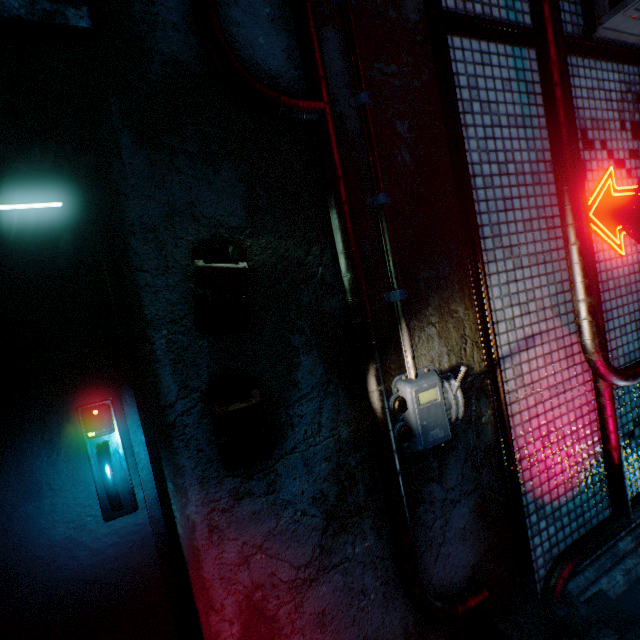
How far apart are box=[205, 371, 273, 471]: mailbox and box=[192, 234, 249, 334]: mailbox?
0.2m

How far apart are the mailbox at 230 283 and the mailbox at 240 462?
0.2 meters

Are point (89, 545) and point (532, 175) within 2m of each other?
no

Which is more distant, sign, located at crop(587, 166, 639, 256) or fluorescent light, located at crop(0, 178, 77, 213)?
sign, located at crop(587, 166, 639, 256)

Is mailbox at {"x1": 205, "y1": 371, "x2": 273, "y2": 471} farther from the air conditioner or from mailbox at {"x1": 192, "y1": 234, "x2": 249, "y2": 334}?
the air conditioner

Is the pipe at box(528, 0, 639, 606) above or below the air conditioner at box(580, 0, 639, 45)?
below

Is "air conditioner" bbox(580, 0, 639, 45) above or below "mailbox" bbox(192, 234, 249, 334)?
above

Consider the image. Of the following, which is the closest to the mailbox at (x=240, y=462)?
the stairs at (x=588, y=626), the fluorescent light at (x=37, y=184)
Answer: the fluorescent light at (x=37, y=184)
